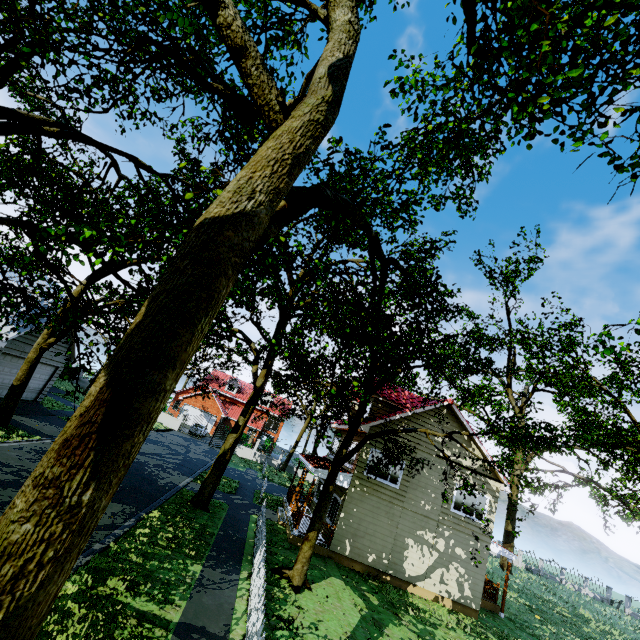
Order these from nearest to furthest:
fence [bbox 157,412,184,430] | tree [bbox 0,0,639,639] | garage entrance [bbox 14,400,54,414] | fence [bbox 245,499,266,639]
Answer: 1. tree [bbox 0,0,639,639]
2. fence [bbox 245,499,266,639]
3. garage entrance [bbox 14,400,54,414]
4. fence [bbox 157,412,184,430]

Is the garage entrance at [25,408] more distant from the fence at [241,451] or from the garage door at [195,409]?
the garage door at [195,409]

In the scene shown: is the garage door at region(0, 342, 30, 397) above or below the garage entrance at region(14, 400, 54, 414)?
above

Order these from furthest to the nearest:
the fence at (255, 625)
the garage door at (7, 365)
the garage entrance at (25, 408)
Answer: the garage entrance at (25, 408)
the garage door at (7, 365)
the fence at (255, 625)

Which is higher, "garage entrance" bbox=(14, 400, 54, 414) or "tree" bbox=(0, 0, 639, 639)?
"tree" bbox=(0, 0, 639, 639)

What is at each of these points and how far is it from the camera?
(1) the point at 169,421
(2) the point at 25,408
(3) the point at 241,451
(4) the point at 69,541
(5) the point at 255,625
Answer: (1) fence, 38.3m
(2) garage entrance, 19.1m
(3) fence, 38.6m
(4) tree, 2.3m
(5) fence, 7.2m

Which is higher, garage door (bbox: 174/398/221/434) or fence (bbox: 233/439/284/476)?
garage door (bbox: 174/398/221/434)

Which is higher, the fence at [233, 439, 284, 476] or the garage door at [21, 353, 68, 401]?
the garage door at [21, 353, 68, 401]
